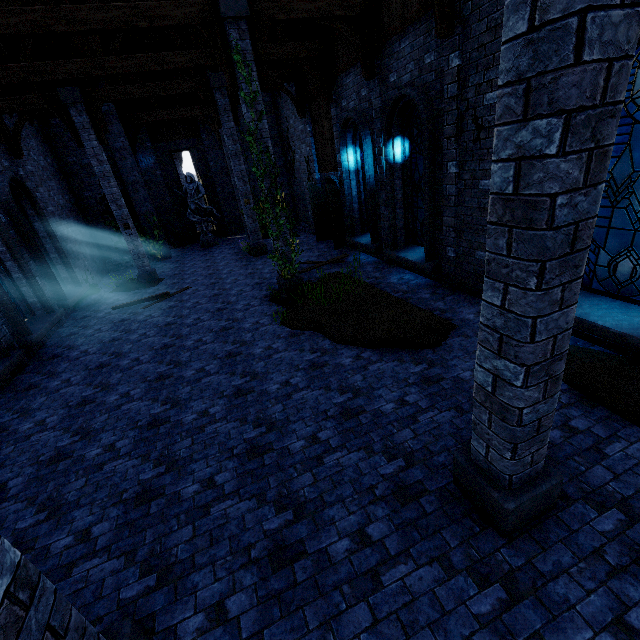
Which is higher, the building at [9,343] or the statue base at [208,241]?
the building at [9,343]

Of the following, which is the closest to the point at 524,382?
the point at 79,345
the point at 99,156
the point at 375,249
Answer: the point at 375,249

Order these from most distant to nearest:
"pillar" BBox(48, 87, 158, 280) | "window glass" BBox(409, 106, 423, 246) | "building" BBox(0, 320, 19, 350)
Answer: "pillar" BBox(48, 87, 158, 280)
"window glass" BBox(409, 106, 423, 246)
"building" BBox(0, 320, 19, 350)

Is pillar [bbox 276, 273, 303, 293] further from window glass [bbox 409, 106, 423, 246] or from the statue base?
the statue base

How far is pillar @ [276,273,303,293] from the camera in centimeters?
970cm

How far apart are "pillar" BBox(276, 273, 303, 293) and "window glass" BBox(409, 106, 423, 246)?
3.7m

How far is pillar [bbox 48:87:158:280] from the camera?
11.02m
